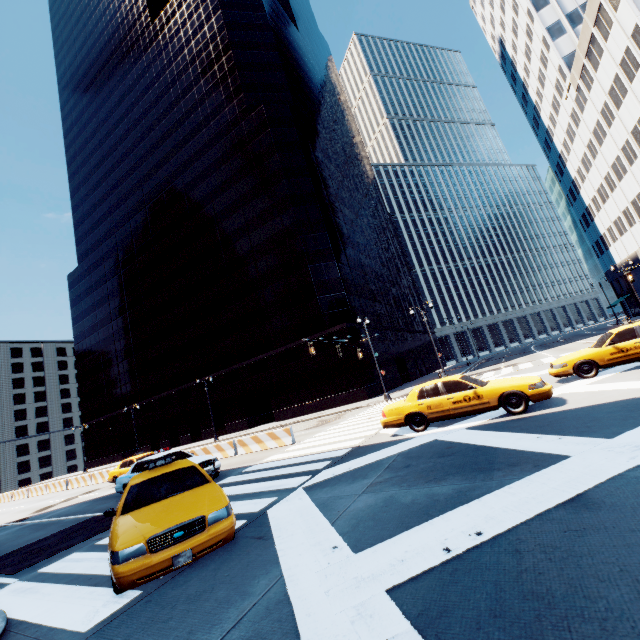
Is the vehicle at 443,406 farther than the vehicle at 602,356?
No

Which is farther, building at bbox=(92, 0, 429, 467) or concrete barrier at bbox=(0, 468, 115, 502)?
building at bbox=(92, 0, 429, 467)

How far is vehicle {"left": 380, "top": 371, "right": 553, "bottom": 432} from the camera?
9.2m

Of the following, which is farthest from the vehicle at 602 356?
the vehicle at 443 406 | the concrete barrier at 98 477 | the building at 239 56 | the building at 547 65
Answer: the concrete barrier at 98 477

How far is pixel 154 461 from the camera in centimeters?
725cm

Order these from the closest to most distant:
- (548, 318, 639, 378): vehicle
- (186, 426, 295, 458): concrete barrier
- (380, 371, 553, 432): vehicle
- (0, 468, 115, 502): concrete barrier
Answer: (380, 371, 553, 432): vehicle < (548, 318, 639, 378): vehicle < (186, 426, 295, 458): concrete barrier < (0, 468, 115, 502): concrete barrier

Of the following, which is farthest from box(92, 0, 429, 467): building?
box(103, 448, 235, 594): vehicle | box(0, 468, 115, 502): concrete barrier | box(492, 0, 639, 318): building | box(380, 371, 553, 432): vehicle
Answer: box(492, 0, 639, 318): building

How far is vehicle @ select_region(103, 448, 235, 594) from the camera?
4.5m
